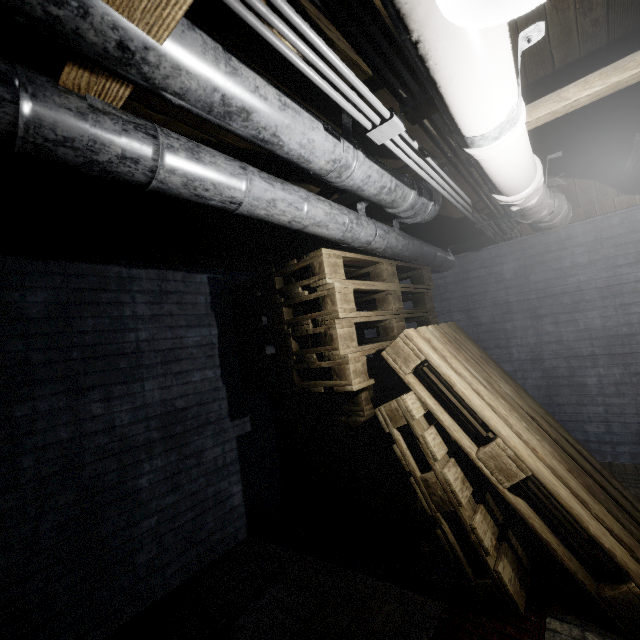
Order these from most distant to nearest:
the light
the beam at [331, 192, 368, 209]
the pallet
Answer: the beam at [331, 192, 368, 209]
the pallet
the light

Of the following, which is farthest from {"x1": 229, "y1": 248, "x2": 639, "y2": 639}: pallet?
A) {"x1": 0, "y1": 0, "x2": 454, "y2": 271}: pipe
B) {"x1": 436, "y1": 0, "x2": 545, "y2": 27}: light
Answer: {"x1": 436, "y1": 0, "x2": 545, "y2": 27}: light

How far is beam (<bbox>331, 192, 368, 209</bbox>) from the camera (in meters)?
2.34

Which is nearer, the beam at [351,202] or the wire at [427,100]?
the wire at [427,100]

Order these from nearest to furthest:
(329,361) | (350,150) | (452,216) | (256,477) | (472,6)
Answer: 1. (472,6)
2. (350,150)
3. (329,361)
4. (256,477)
5. (452,216)

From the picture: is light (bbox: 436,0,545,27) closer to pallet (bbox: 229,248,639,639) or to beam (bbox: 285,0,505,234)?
beam (bbox: 285,0,505,234)

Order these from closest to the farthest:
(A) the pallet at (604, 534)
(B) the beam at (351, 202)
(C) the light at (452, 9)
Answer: (C) the light at (452, 9) < (A) the pallet at (604, 534) < (B) the beam at (351, 202)

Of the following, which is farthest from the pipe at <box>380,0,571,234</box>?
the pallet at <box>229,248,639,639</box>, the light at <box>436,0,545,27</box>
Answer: the pallet at <box>229,248,639,639</box>
